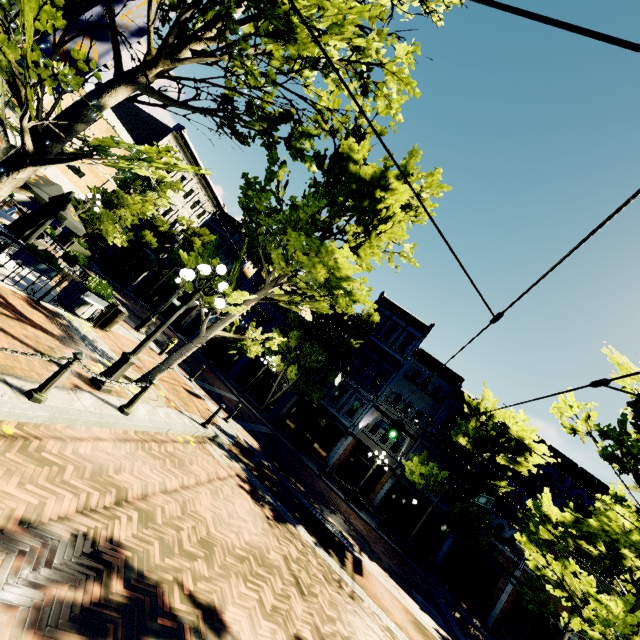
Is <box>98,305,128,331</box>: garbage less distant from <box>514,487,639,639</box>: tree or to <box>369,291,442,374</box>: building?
<box>514,487,639,639</box>: tree

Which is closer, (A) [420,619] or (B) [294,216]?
(B) [294,216]

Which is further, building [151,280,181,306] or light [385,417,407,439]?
building [151,280,181,306]

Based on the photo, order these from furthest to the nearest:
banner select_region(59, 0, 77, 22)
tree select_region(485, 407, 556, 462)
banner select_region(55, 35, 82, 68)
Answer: tree select_region(485, 407, 556, 462), banner select_region(55, 35, 82, 68), banner select_region(59, 0, 77, 22)

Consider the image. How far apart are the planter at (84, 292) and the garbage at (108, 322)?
0.31m

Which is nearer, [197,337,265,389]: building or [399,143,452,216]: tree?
[399,143,452,216]: tree

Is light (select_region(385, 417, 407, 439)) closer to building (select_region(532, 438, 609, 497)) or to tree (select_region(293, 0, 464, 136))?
tree (select_region(293, 0, 464, 136))

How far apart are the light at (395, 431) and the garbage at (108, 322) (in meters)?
12.29
